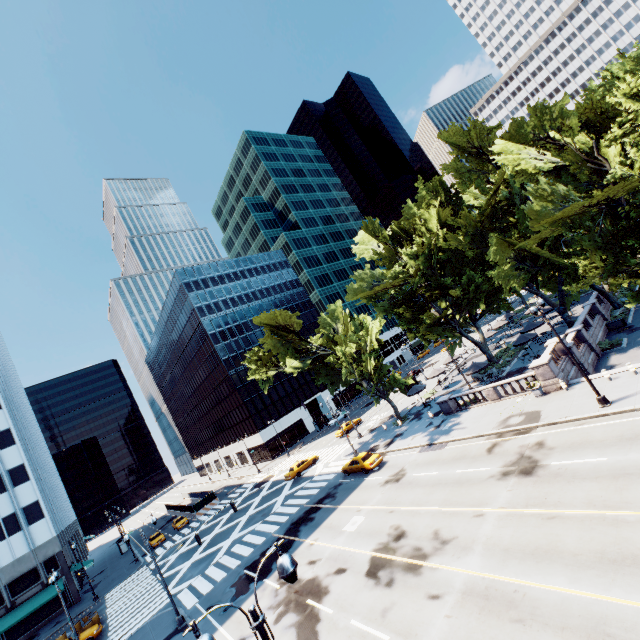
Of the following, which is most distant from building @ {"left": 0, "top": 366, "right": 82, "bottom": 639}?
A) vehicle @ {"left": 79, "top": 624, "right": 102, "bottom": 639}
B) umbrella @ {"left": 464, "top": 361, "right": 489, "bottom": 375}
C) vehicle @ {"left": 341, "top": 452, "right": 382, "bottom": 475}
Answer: umbrella @ {"left": 464, "top": 361, "right": 489, "bottom": 375}

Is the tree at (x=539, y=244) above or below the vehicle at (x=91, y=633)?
above

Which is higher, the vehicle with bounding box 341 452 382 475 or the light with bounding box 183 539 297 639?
the light with bounding box 183 539 297 639

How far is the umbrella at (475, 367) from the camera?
34.01m

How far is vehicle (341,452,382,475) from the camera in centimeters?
2983cm

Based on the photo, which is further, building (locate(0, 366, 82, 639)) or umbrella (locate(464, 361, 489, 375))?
building (locate(0, 366, 82, 639))

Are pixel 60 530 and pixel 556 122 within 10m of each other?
no

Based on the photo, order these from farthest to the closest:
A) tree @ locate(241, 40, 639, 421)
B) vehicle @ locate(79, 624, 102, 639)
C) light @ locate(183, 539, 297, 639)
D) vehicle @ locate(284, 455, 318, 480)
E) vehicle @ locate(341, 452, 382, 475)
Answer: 1. vehicle @ locate(284, 455, 318, 480)
2. vehicle @ locate(341, 452, 382, 475)
3. vehicle @ locate(79, 624, 102, 639)
4. tree @ locate(241, 40, 639, 421)
5. light @ locate(183, 539, 297, 639)
